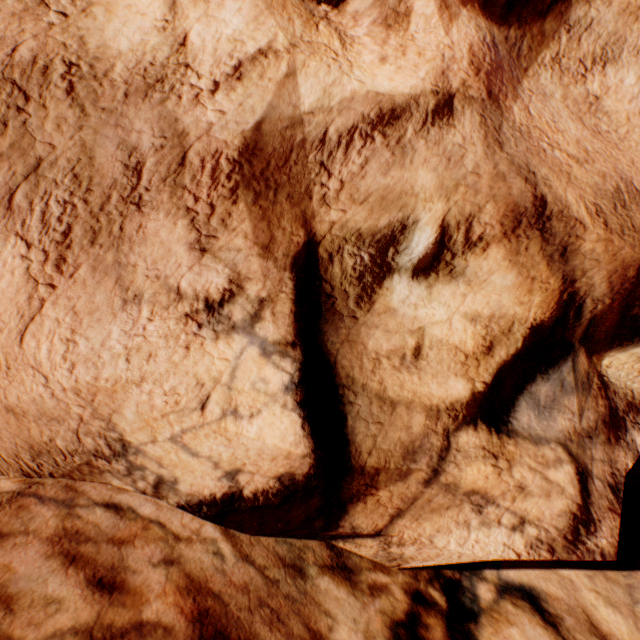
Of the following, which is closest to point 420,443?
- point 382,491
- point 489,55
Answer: point 382,491
